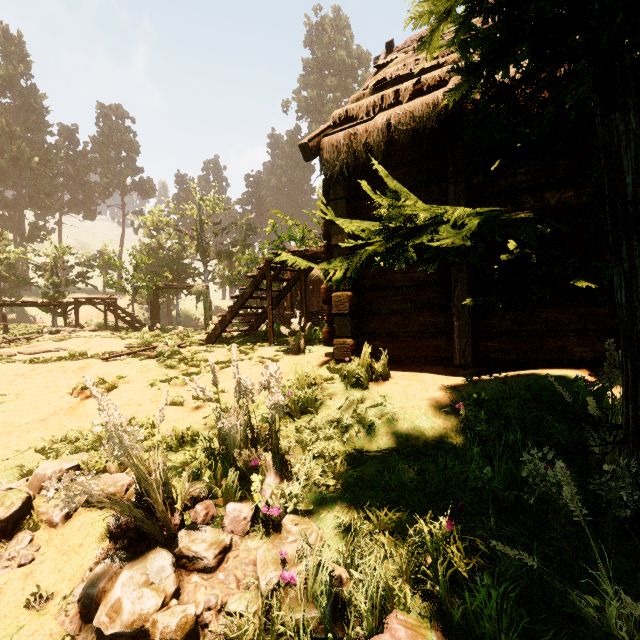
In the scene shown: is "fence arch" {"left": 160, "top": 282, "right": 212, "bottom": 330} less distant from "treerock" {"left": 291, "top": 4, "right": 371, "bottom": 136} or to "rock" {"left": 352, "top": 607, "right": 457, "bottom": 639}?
"treerock" {"left": 291, "top": 4, "right": 371, "bottom": 136}

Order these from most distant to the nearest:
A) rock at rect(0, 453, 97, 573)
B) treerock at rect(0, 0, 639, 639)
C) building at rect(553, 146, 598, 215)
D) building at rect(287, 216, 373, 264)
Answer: building at rect(287, 216, 373, 264), building at rect(553, 146, 598, 215), rock at rect(0, 453, 97, 573), treerock at rect(0, 0, 639, 639)

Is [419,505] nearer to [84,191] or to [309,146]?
[309,146]

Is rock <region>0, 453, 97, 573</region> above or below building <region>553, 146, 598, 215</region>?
below

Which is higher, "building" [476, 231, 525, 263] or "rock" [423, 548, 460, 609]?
"building" [476, 231, 525, 263]

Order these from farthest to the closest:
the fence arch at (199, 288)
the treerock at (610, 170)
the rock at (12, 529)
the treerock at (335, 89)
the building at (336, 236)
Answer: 1. the treerock at (335, 89)
2. the fence arch at (199, 288)
3. the building at (336, 236)
4. the rock at (12, 529)
5. the treerock at (610, 170)

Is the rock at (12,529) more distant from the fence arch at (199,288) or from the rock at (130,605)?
the fence arch at (199,288)

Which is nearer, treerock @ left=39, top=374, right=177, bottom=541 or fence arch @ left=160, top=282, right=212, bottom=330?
treerock @ left=39, top=374, right=177, bottom=541
